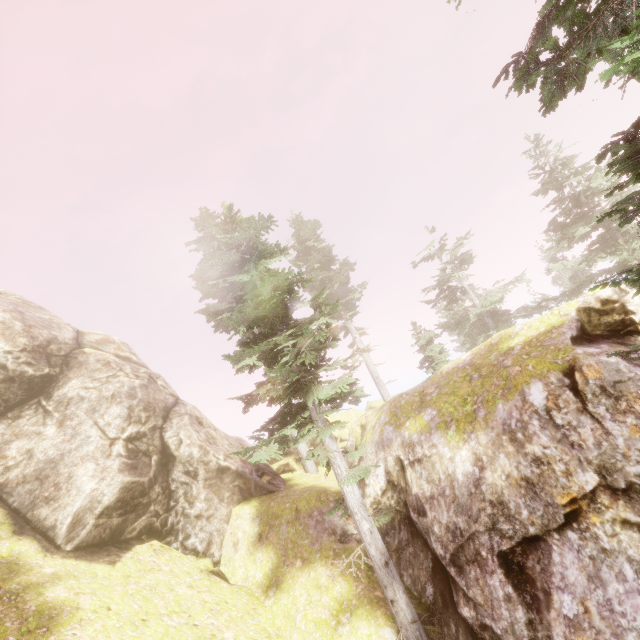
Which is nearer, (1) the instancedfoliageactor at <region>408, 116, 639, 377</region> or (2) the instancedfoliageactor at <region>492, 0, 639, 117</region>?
(2) the instancedfoliageactor at <region>492, 0, 639, 117</region>

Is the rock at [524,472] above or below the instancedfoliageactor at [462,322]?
below

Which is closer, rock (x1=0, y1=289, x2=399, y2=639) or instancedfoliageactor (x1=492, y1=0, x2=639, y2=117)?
instancedfoliageactor (x1=492, y1=0, x2=639, y2=117)

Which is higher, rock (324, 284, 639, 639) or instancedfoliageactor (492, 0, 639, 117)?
instancedfoliageactor (492, 0, 639, 117)

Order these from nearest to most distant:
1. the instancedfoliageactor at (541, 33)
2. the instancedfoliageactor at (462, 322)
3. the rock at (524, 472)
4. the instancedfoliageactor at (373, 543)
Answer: the instancedfoliageactor at (541, 33), the instancedfoliageactor at (462, 322), the rock at (524, 472), the instancedfoliageactor at (373, 543)

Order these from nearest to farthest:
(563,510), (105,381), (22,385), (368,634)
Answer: (563,510)
(368,634)
(22,385)
(105,381)
